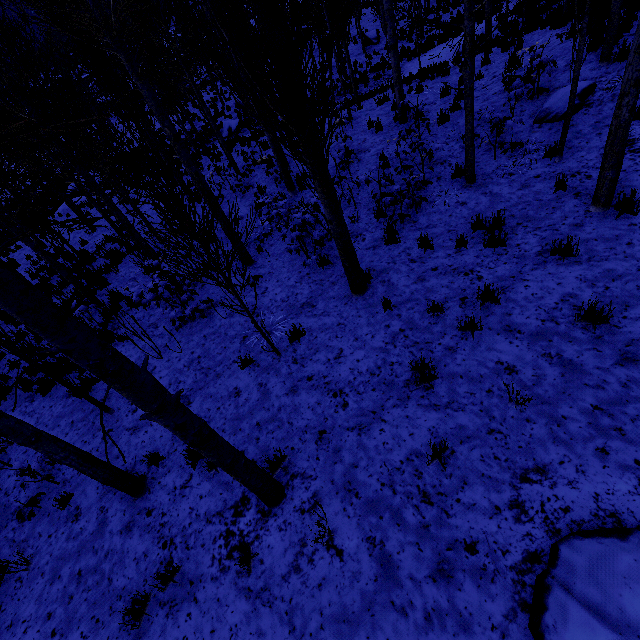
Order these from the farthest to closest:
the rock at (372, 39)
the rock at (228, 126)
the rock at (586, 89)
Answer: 1. the rock at (372, 39)
2. the rock at (228, 126)
3. the rock at (586, 89)

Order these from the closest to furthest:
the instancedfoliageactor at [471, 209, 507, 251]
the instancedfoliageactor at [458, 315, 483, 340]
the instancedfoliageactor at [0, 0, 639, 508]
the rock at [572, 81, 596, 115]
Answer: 1. the instancedfoliageactor at [0, 0, 639, 508]
2. the instancedfoliageactor at [458, 315, 483, 340]
3. the instancedfoliageactor at [471, 209, 507, 251]
4. the rock at [572, 81, 596, 115]

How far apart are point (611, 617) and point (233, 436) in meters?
4.4

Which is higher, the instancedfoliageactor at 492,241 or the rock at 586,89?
the rock at 586,89

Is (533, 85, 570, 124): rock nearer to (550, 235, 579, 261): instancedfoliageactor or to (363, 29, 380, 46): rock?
(550, 235, 579, 261): instancedfoliageactor

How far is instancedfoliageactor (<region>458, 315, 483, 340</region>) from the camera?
4.4 meters

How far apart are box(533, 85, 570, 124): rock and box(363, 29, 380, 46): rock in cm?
2133
